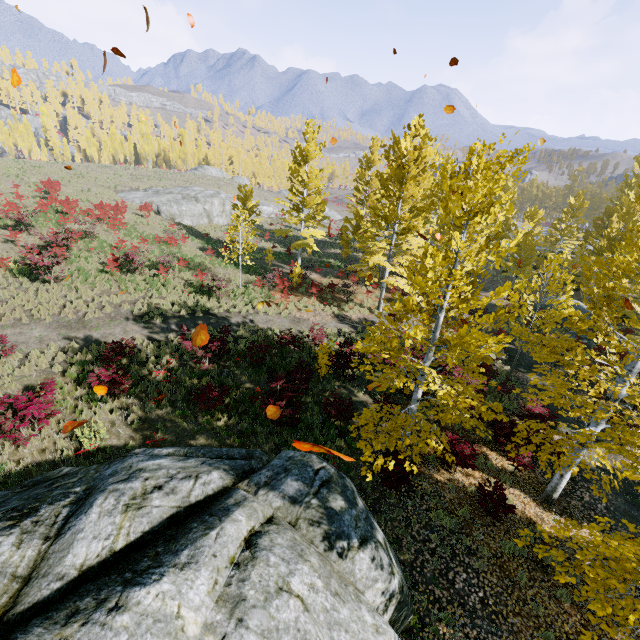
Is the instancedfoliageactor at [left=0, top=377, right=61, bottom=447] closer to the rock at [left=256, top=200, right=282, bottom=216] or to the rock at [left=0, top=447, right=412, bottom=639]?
the rock at [left=0, top=447, right=412, bottom=639]

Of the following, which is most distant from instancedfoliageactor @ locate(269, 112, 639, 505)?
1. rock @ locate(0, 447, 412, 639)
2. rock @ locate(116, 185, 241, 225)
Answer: rock @ locate(116, 185, 241, 225)

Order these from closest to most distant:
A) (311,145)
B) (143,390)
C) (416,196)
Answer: (143,390)
(416,196)
(311,145)

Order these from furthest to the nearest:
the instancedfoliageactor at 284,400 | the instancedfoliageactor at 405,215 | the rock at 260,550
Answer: the instancedfoliageactor at 284,400, the instancedfoliageactor at 405,215, the rock at 260,550

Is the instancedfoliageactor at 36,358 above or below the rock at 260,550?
below

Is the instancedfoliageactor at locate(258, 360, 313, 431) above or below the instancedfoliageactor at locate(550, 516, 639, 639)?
below
